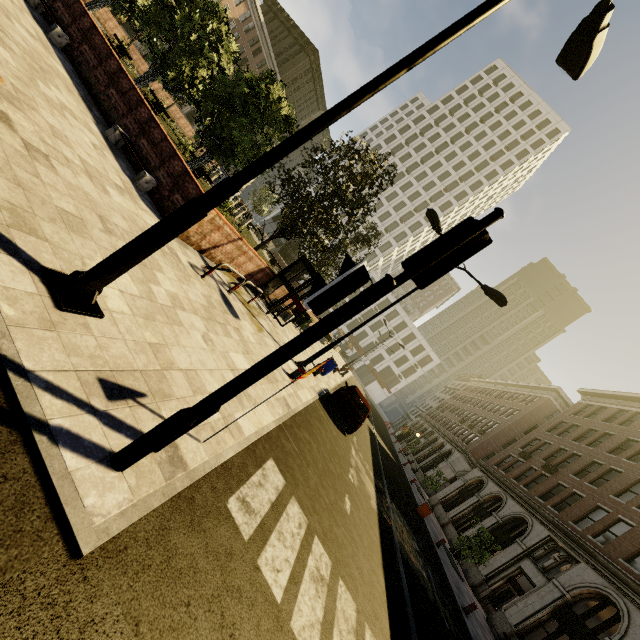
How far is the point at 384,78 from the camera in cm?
321

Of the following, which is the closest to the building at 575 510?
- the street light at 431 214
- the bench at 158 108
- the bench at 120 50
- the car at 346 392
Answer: the car at 346 392

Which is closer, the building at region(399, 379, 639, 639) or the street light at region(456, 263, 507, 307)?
the street light at region(456, 263, 507, 307)

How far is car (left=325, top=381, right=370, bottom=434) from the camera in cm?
1297

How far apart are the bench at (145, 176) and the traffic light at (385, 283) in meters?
7.3 m

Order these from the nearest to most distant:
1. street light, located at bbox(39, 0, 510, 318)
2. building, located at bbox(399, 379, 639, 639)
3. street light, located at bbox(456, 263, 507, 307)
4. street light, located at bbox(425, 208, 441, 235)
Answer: street light, located at bbox(39, 0, 510, 318), street light, located at bbox(456, 263, 507, 307), street light, located at bbox(425, 208, 441, 235), building, located at bbox(399, 379, 639, 639)

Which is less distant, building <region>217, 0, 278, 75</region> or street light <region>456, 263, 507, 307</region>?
street light <region>456, 263, 507, 307</region>

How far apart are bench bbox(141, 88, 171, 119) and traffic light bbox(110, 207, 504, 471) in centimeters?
2266cm
